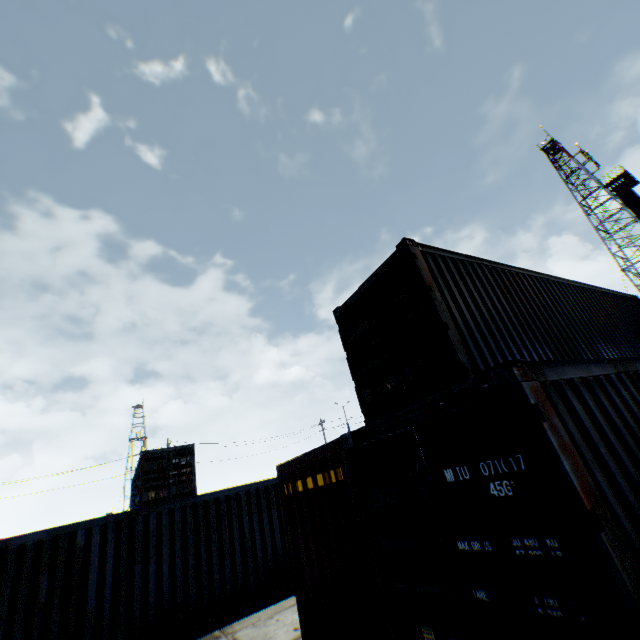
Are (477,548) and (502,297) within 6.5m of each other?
yes

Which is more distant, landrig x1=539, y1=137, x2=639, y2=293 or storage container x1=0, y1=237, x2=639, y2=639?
landrig x1=539, y1=137, x2=639, y2=293

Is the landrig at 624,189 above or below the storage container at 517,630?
above

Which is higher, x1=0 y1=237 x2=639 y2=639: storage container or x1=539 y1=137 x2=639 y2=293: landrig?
x1=539 y1=137 x2=639 y2=293: landrig

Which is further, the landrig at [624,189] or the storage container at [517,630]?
the landrig at [624,189]
